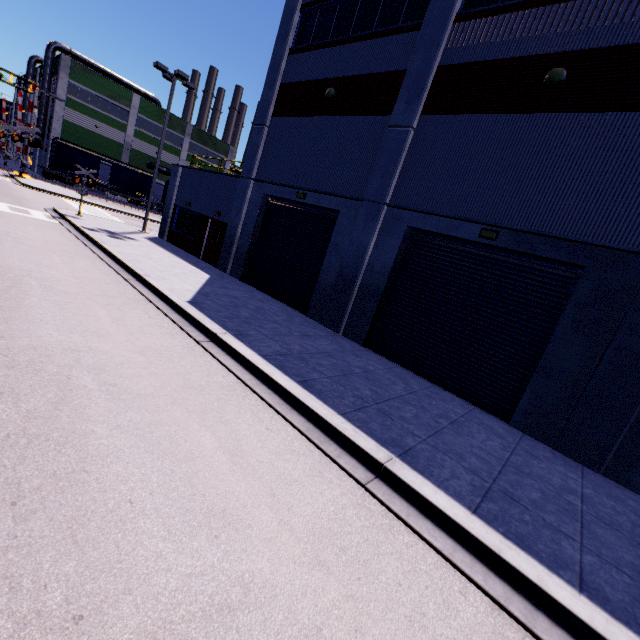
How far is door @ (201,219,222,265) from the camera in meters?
18.1

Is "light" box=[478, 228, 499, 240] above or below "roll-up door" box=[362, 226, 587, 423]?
above

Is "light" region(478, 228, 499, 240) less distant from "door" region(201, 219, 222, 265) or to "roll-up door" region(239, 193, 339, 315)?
"roll-up door" region(239, 193, 339, 315)

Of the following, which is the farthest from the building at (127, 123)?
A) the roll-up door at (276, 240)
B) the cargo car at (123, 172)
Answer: the cargo car at (123, 172)

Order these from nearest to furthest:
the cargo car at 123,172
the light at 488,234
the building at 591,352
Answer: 1. the building at 591,352
2. the light at 488,234
3. the cargo car at 123,172

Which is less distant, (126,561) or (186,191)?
(126,561)

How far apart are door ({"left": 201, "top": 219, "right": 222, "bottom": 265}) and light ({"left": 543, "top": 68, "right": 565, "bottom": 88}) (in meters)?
14.52

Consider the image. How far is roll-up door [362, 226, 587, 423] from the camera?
8.55m
